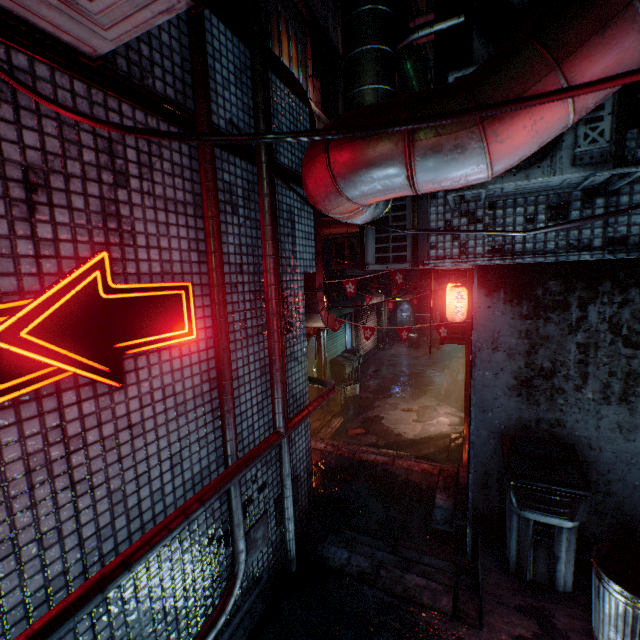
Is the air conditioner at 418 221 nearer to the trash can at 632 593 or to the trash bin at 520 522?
the trash bin at 520 522

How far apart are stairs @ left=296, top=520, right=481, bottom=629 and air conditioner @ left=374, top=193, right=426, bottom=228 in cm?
267

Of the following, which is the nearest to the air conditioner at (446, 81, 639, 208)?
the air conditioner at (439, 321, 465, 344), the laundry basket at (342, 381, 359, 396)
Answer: the air conditioner at (439, 321, 465, 344)

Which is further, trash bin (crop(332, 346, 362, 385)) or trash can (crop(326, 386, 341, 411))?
trash bin (crop(332, 346, 362, 385))

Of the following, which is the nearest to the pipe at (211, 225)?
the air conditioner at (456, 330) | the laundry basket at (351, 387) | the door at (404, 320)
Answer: the air conditioner at (456, 330)

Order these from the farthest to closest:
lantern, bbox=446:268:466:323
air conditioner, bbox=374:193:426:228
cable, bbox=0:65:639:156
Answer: lantern, bbox=446:268:466:323
air conditioner, bbox=374:193:426:228
cable, bbox=0:65:639:156

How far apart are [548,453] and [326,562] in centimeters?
214cm

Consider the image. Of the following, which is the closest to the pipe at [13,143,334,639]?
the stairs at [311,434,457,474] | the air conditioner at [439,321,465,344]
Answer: the stairs at [311,434,457,474]
